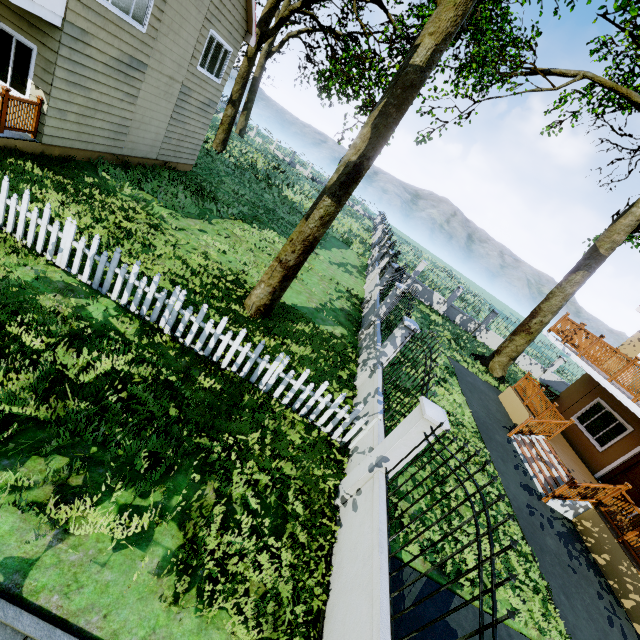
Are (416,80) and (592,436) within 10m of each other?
no

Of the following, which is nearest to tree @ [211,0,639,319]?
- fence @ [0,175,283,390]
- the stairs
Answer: fence @ [0,175,283,390]

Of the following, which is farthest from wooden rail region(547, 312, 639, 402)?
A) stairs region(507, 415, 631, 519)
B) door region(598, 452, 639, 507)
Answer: door region(598, 452, 639, 507)

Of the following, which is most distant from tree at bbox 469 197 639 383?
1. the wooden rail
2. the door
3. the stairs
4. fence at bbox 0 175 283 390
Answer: the door

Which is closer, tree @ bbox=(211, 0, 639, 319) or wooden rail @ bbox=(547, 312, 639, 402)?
tree @ bbox=(211, 0, 639, 319)

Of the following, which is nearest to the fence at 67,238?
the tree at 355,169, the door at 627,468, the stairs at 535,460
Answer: the tree at 355,169

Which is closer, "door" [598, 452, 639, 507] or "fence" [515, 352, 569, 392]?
"door" [598, 452, 639, 507]

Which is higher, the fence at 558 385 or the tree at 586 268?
the tree at 586 268
